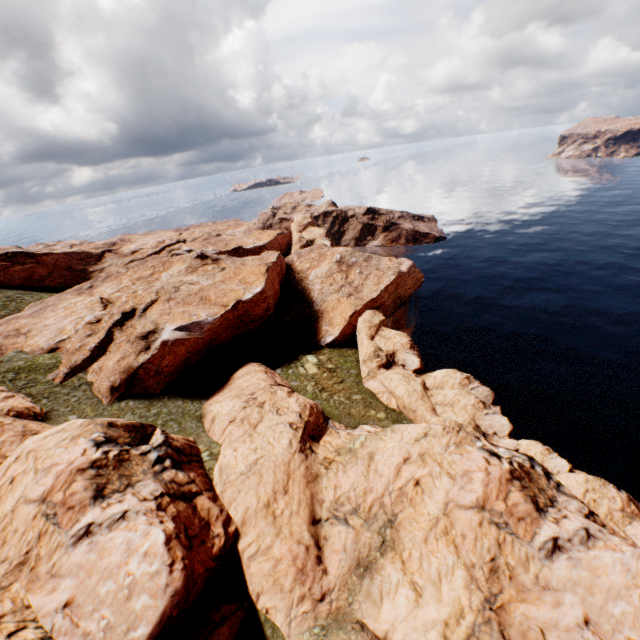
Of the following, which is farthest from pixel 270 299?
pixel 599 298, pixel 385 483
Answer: pixel 599 298

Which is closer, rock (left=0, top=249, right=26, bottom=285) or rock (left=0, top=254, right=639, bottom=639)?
rock (left=0, top=254, right=639, bottom=639)

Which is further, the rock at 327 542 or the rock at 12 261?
the rock at 12 261

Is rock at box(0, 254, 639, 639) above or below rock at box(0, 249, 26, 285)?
below

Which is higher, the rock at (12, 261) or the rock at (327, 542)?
the rock at (12, 261)
